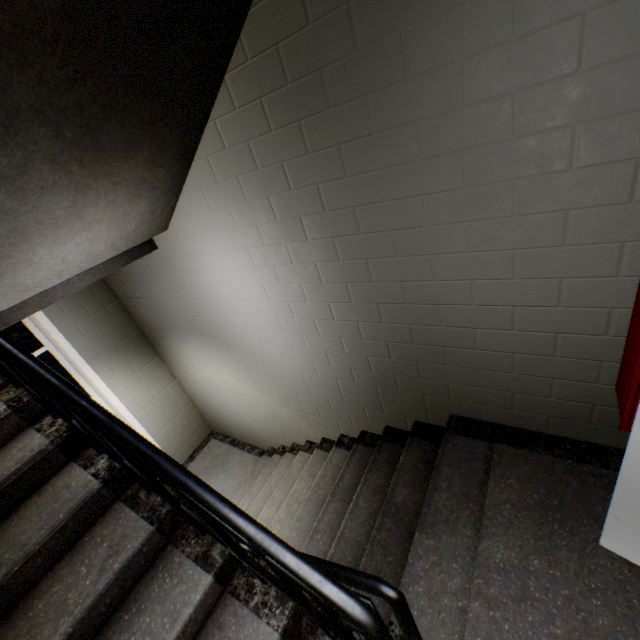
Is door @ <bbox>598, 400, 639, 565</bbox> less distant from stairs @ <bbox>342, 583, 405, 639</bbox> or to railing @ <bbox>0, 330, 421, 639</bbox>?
stairs @ <bbox>342, 583, 405, 639</bbox>

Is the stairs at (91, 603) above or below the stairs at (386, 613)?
above

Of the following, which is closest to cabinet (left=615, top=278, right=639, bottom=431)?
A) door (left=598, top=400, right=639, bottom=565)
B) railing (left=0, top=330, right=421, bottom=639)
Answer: door (left=598, top=400, right=639, bottom=565)

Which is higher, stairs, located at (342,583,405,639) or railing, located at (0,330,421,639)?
railing, located at (0,330,421,639)

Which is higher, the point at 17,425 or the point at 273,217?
the point at 273,217

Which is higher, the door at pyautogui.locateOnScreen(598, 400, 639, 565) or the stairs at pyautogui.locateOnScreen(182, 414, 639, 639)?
the door at pyautogui.locateOnScreen(598, 400, 639, 565)

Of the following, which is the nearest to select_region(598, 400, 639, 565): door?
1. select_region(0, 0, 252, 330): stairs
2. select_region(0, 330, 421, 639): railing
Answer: select_region(0, 0, 252, 330): stairs
